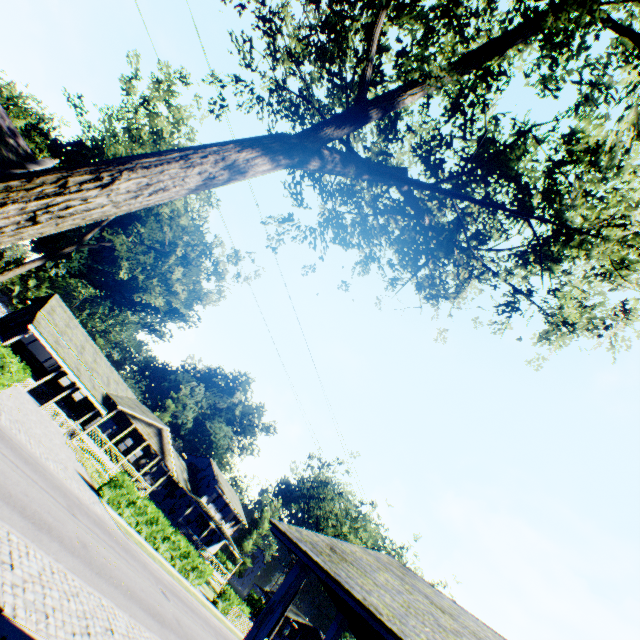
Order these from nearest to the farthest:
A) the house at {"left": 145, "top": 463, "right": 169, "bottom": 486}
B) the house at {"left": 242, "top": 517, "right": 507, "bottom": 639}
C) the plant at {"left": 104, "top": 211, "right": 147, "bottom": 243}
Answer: the house at {"left": 242, "top": 517, "right": 507, "bottom": 639} → the house at {"left": 145, "top": 463, "right": 169, "bottom": 486} → the plant at {"left": 104, "top": 211, "right": 147, "bottom": 243}

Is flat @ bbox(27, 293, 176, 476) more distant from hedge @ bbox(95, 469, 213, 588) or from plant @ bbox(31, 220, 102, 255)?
hedge @ bbox(95, 469, 213, 588)

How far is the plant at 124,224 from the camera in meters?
52.0

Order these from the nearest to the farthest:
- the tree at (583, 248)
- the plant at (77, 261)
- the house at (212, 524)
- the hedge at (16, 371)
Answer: the tree at (583, 248)
the hedge at (16, 371)
the house at (212, 524)
the plant at (77, 261)

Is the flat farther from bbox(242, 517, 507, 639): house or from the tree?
the tree

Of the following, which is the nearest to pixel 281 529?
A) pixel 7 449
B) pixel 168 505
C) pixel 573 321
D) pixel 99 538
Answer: pixel 573 321

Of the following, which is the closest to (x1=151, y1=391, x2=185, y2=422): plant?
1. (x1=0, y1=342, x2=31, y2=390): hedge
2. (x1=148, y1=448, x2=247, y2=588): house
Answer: (x1=148, y1=448, x2=247, y2=588): house

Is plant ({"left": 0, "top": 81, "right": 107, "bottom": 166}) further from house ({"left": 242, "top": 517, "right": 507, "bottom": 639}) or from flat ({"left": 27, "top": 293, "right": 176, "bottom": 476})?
house ({"left": 242, "top": 517, "right": 507, "bottom": 639})
